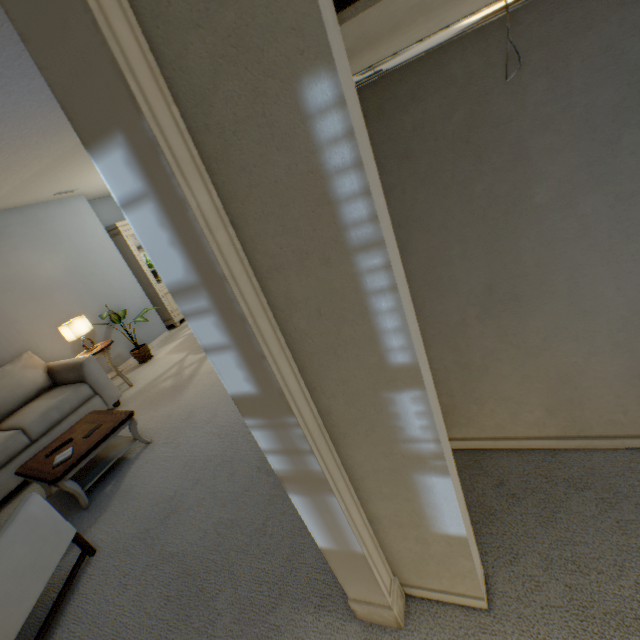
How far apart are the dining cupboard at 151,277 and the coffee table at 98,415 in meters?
3.0

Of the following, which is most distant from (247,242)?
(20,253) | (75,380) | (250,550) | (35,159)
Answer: (20,253)

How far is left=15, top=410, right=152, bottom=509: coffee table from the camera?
2.3 meters

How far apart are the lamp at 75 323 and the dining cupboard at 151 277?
1.8m

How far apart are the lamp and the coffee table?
1.28m

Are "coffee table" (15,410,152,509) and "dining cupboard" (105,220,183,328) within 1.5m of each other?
no

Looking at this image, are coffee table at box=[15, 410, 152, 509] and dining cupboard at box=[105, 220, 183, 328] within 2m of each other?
no

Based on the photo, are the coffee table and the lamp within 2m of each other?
yes
